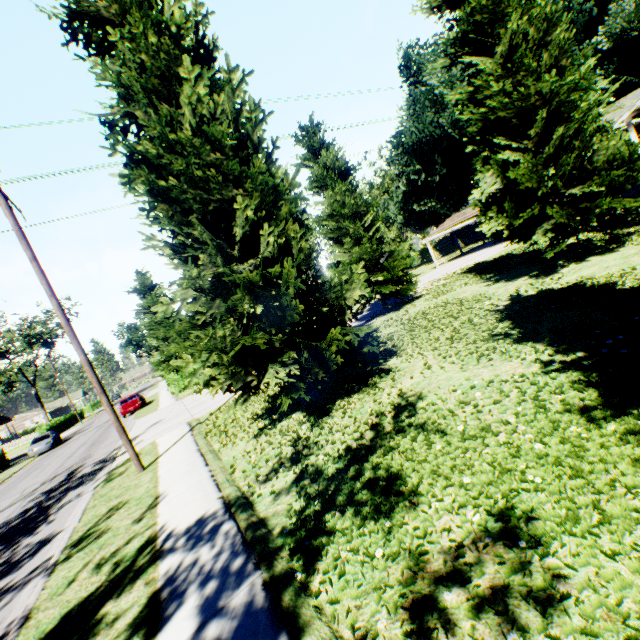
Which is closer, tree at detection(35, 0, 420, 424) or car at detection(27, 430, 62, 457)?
tree at detection(35, 0, 420, 424)

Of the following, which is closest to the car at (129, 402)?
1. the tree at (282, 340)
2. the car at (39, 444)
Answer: the tree at (282, 340)

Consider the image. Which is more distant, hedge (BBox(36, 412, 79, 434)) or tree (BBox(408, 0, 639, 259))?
hedge (BBox(36, 412, 79, 434))

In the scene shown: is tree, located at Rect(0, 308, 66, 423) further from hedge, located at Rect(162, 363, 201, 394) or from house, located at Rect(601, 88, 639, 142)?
house, located at Rect(601, 88, 639, 142)

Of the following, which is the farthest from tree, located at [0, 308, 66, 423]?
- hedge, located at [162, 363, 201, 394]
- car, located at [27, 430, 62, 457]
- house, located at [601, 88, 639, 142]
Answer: house, located at [601, 88, 639, 142]

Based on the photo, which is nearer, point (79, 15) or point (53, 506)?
point (79, 15)

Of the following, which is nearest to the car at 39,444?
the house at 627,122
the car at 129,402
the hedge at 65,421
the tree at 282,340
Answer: the car at 129,402
